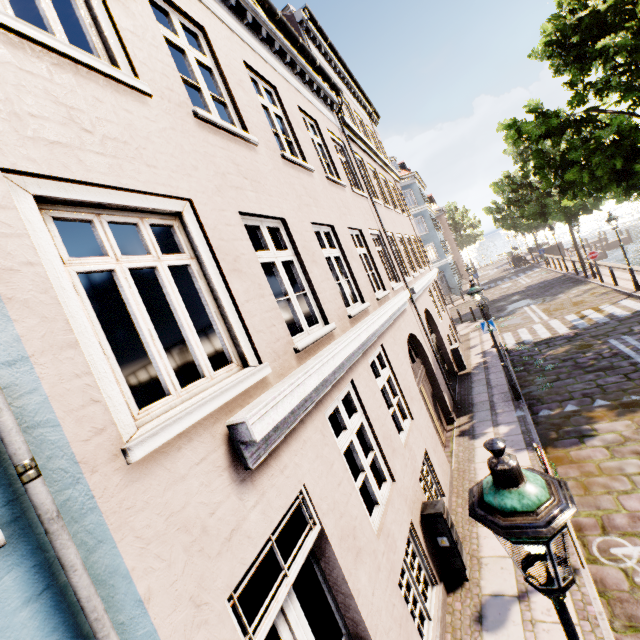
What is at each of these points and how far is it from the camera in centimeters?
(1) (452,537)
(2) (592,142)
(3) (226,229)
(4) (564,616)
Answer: (1) electrical box, 514cm
(2) tree, 989cm
(3) building, 353cm
(4) street light, 180cm

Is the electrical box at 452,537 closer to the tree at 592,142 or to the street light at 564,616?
the street light at 564,616

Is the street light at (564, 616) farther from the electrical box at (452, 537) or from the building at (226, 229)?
the building at (226, 229)

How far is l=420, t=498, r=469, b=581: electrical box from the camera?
5.16m

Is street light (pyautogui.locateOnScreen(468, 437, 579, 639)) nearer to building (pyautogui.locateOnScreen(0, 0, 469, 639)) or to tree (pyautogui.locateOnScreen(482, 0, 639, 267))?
tree (pyautogui.locateOnScreen(482, 0, 639, 267))

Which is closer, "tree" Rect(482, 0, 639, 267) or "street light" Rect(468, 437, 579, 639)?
"street light" Rect(468, 437, 579, 639)

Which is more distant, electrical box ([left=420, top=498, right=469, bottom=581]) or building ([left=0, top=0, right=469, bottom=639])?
electrical box ([left=420, top=498, right=469, bottom=581])

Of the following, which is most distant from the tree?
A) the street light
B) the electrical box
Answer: the electrical box
